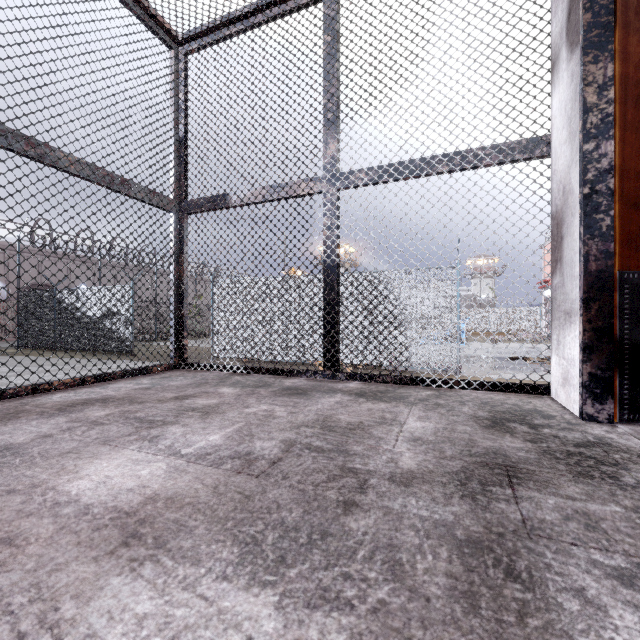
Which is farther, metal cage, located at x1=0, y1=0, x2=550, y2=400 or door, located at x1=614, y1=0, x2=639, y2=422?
metal cage, located at x1=0, y1=0, x2=550, y2=400

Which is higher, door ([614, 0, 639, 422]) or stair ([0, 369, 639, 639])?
door ([614, 0, 639, 422])

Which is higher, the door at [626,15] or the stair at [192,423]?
the door at [626,15]

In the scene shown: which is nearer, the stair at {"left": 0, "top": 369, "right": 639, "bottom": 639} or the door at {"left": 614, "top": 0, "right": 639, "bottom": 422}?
the stair at {"left": 0, "top": 369, "right": 639, "bottom": 639}

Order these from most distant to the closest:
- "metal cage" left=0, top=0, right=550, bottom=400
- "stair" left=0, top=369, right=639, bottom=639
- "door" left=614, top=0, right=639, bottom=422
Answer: "metal cage" left=0, top=0, right=550, bottom=400
"door" left=614, top=0, right=639, bottom=422
"stair" left=0, top=369, right=639, bottom=639

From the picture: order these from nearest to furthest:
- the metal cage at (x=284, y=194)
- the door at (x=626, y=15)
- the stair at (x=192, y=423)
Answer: the stair at (x=192, y=423), the door at (x=626, y=15), the metal cage at (x=284, y=194)

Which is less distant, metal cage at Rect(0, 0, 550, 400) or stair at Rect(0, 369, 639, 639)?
stair at Rect(0, 369, 639, 639)

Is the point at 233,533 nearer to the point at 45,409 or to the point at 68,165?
the point at 45,409
